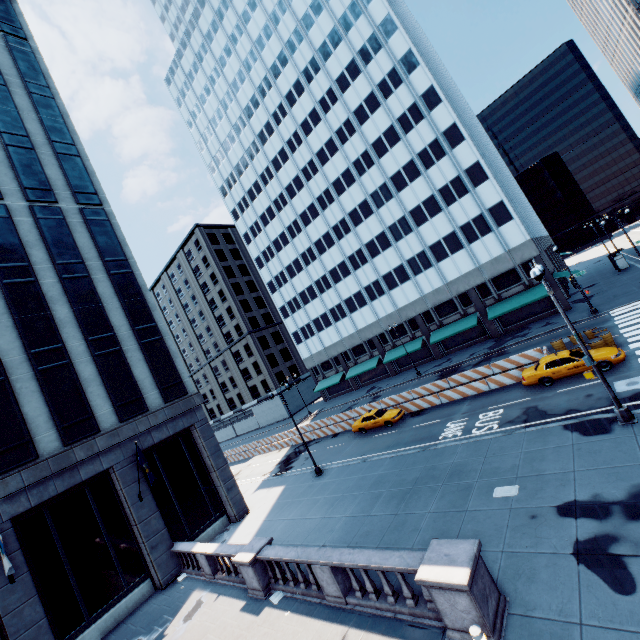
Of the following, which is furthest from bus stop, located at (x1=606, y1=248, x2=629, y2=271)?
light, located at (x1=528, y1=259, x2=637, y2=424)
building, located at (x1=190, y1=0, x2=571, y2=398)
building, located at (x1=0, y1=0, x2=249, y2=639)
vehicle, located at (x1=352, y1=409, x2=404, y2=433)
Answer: building, located at (x1=0, y1=0, x2=249, y2=639)

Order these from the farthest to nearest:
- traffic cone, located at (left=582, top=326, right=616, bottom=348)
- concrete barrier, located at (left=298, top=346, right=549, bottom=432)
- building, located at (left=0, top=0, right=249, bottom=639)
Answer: concrete barrier, located at (left=298, top=346, right=549, bottom=432) < traffic cone, located at (left=582, top=326, right=616, bottom=348) < building, located at (left=0, top=0, right=249, bottom=639)

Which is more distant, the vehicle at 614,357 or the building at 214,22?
the building at 214,22

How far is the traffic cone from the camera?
19.9 meters

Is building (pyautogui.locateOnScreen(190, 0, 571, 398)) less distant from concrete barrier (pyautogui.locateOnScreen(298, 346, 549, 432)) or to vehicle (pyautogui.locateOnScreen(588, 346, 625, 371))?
concrete barrier (pyautogui.locateOnScreen(298, 346, 549, 432))

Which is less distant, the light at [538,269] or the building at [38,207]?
the light at [538,269]

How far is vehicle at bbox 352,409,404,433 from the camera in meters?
27.4 m

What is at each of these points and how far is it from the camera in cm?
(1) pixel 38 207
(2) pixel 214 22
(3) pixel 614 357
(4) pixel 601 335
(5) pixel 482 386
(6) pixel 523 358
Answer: (1) building, 2283
(2) building, 5659
(3) vehicle, 1778
(4) traffic cone, 2050
(5) concrete barrier, 2459
(6) concrete barrier, 2600
